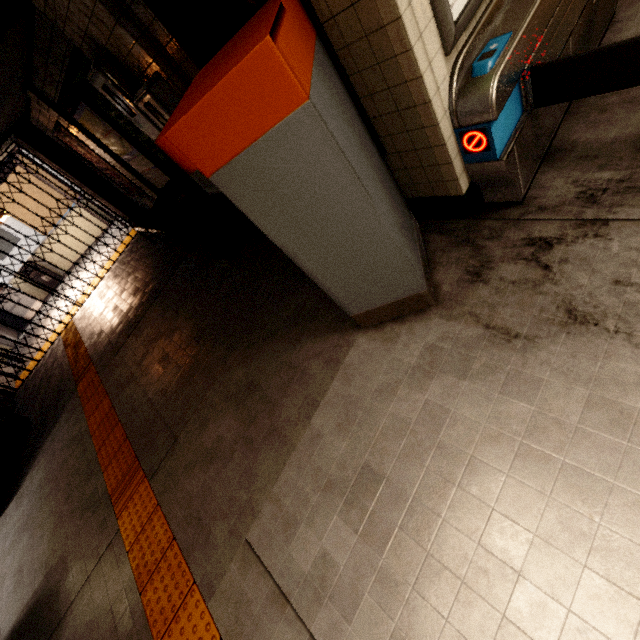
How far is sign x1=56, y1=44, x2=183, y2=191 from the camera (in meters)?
3.75

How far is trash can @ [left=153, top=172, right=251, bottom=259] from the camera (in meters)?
4.07

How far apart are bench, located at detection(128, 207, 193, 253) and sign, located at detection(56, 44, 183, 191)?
0.3m

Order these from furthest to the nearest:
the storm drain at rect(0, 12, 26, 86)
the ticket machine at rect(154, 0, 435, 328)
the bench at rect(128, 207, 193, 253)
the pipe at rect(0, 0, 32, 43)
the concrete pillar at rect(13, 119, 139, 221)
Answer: the concrete pillar at rect(13, 119, 139, 221) < the bench at rect(128, 207, 193, 253) < the storm drain at rect(0, 12, 26, 86) < the pipe at rect(0, 0, 32, 43) < the ticket machine at rect(154, 0, 435, 328)

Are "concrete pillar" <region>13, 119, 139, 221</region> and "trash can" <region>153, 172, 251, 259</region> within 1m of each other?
no

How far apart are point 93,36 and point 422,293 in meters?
3.4 m

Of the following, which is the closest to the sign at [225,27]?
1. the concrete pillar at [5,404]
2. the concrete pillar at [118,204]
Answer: the concrete pillar at [118,204]

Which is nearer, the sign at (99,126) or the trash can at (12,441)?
the sign at (99,126)
